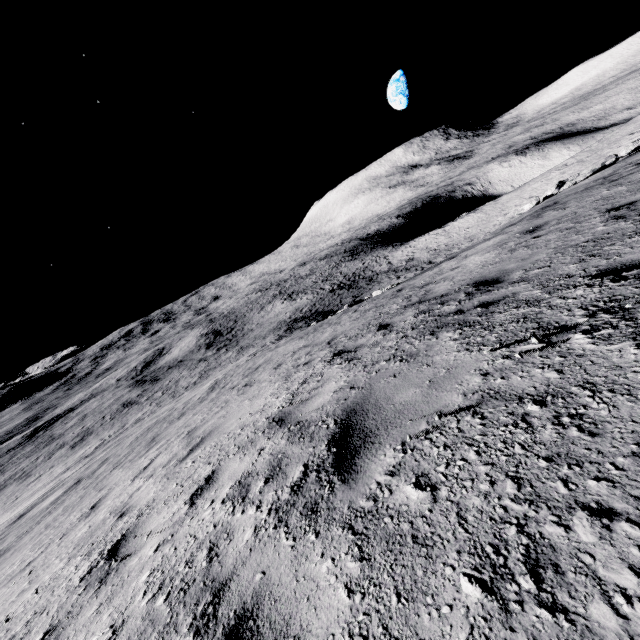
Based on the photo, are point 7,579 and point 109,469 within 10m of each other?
yes
